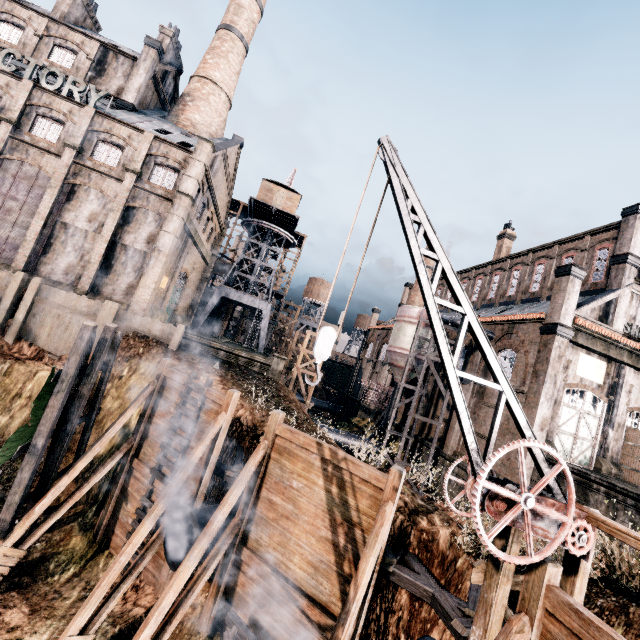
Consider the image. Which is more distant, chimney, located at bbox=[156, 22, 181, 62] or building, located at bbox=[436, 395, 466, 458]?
chimney, located at bbox=[156, 22, 181, 62]

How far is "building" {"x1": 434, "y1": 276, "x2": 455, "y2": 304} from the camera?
46.57m

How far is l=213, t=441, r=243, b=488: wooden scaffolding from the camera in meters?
12.7 m

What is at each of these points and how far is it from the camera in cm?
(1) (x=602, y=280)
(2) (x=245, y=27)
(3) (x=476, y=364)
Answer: (1) building, 2614
(2) chimney, 3656
(3) building, 2856

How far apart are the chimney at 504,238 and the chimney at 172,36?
43.5 meters

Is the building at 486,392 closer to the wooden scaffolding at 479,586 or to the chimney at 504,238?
the chimney at 504,238

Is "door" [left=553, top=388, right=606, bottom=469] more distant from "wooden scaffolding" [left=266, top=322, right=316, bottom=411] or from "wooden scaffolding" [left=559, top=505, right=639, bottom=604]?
"wooden scaffolding" [left=266, top=322, right=316, bottom=411]

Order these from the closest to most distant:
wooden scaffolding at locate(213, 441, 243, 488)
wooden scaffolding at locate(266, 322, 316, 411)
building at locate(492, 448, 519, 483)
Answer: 1. wooden scaffolding at locate(213, 441, 243, 488)
2. building at locate(492, 448, 519, 483)
3. wooden scaffolding at locate(266, 322, 316, 411)
